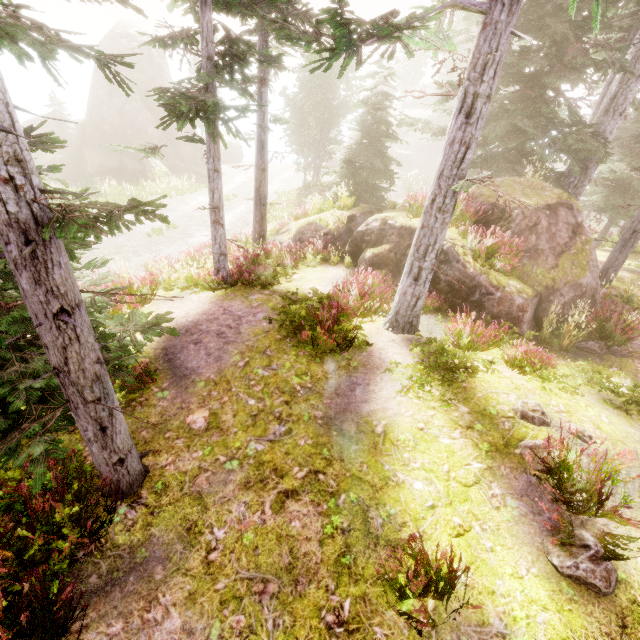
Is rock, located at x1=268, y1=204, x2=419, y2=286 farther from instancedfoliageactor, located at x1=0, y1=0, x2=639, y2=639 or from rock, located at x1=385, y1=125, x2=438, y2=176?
rock, located at x1=385, y1=125, x2=438, y2=176

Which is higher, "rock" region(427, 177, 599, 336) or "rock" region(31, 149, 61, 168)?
"rock" region(427, 177, 599, 336)

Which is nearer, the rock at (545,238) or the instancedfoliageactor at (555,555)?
the instancedfoliageactor at (555,555)

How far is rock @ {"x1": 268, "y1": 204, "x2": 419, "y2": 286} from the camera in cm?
1091

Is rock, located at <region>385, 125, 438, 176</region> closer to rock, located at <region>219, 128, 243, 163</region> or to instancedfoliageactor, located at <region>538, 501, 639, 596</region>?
instancedfoliageactor, located at <region>538, 501, 639, 596</region>

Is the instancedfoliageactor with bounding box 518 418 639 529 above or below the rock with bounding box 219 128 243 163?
above

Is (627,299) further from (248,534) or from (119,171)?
(119,171)

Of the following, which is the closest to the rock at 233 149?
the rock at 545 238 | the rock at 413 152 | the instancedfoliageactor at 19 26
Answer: the instancedfoliageactor at 19 26
